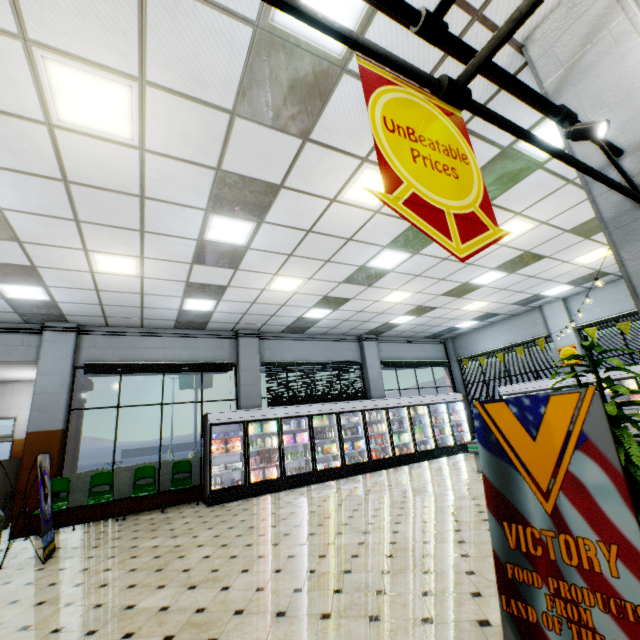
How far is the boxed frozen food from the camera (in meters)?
8.70

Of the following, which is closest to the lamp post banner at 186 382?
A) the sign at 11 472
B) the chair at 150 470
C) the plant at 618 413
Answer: the sign at 11 472

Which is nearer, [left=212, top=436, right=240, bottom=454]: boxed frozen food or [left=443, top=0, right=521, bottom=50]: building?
[left=443, top=0, right=521, bottom=50]: building

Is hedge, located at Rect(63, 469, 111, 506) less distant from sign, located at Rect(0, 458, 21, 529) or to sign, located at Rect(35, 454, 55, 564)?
sign, located at Rect(0, 458, 21, 529)

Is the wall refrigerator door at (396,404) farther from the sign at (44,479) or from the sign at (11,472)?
the sign at (11,472)

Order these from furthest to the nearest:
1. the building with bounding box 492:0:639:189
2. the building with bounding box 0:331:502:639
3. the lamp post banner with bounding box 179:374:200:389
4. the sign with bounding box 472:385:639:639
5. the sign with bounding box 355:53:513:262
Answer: the lamp post banner with bounding box 179:374:200:389, the building with bounding box 0:331:502:639, the building with bounding box 492:0:639:189, the sign with bounding box 472:385:639:639, the sign with bounding box 355:53:513:262

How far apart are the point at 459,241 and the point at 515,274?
9.31m

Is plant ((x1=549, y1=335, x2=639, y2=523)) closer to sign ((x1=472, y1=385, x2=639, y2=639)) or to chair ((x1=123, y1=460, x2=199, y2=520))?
sign ((x1=472, y1=385, x2=639, y2=639))
